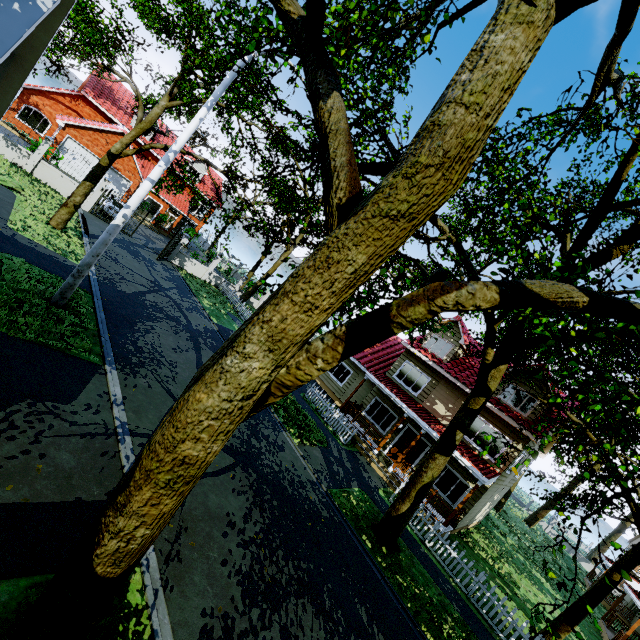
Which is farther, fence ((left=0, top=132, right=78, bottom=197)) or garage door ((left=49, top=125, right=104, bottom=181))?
garage door ((left=49, top=125, right=104, bottom=181))

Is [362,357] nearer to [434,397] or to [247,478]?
[434,397]

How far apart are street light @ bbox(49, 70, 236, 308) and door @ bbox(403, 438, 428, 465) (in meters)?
16.38

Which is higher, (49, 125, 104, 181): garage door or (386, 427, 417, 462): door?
(49, 125, 104, 181): garage door

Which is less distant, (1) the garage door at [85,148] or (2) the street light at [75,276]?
(2) the street light at [75,276]

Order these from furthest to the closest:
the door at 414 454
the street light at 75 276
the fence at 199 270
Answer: the fence at 199 270 → the door at 414 454 → the street light at 75 276

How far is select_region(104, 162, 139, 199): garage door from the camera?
27.2 meters

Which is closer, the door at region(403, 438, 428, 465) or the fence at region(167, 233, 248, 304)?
the door at region(403, 438, 428, 465)
